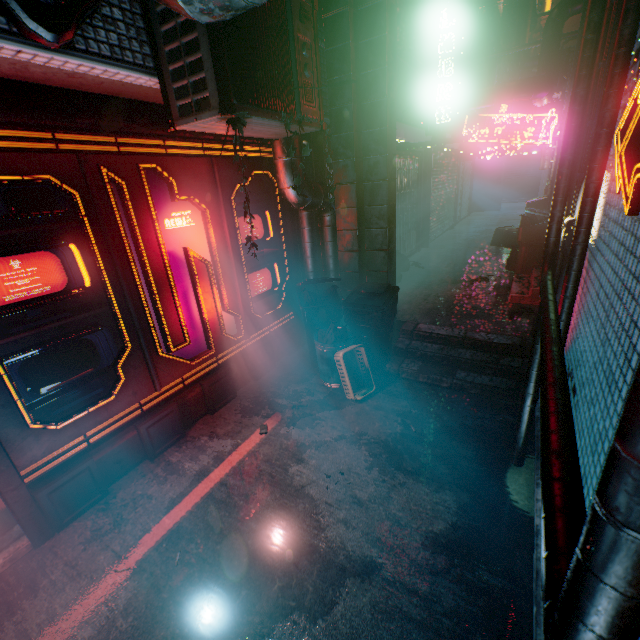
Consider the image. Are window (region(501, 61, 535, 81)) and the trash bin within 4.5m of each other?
no

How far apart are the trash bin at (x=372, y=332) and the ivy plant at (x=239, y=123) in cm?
155

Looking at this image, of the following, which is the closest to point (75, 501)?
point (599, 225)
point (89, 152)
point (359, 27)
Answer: point (89, 152)

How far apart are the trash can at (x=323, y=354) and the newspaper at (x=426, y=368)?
0.8 meters

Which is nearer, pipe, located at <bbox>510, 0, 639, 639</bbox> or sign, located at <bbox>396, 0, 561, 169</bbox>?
pipe, located at <bbox>510, 0, 639, 639</bbox>

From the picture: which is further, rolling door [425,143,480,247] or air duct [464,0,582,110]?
rolling door [425,143,480,247]

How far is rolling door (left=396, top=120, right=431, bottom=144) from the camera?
5.8 meters

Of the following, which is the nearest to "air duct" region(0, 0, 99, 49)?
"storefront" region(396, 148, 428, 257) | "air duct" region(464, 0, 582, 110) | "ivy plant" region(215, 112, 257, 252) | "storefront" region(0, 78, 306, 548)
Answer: "storefront" region(0, 78, 306, 548)
